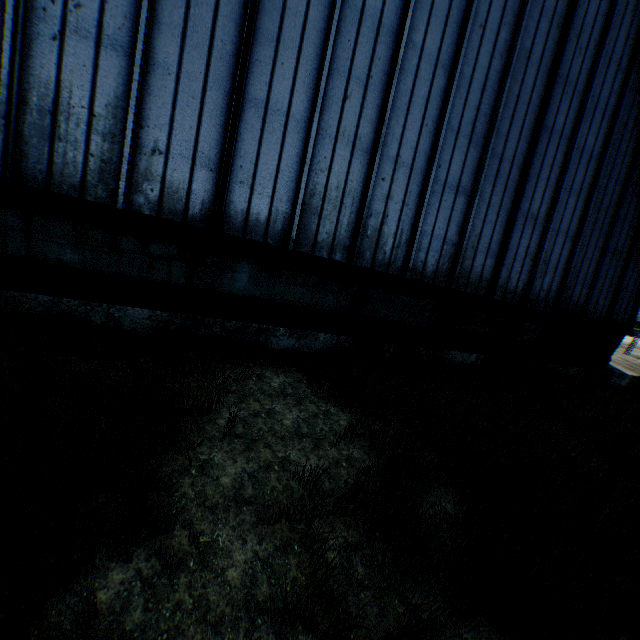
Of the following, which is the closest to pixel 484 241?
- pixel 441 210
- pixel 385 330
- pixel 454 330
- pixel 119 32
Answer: pixel 441 210
